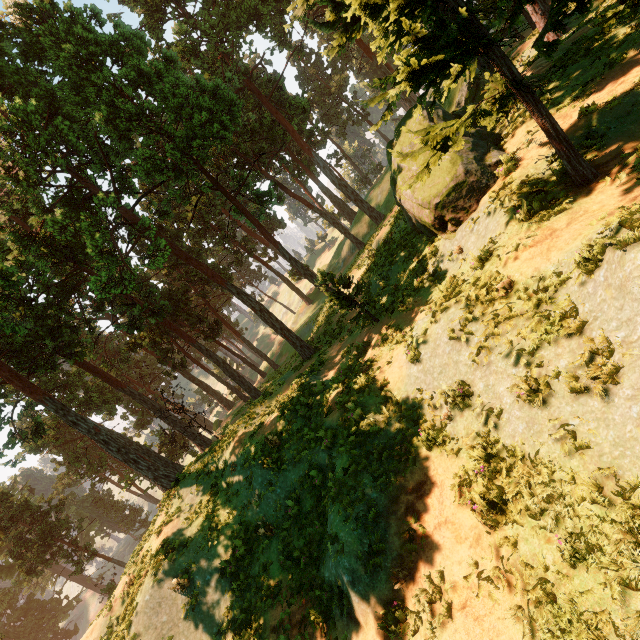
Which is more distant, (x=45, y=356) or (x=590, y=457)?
(x=45, y=356)

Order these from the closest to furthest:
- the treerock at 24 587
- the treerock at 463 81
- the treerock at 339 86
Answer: the treerock at 463 81 → the treerock at 24 587 → the treerock at 339 86

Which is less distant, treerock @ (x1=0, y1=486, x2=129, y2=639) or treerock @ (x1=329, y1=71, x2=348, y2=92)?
treerock @ (x1=0, y1=486, x2=129, y2=639)

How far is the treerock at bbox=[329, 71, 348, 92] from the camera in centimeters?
5856cm

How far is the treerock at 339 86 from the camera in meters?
58.6 m

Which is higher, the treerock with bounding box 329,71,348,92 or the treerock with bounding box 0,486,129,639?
the treerock with bounding box 329,71,348,92

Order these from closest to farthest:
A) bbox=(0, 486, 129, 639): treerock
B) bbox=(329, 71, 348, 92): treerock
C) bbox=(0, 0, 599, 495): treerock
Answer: bbox=(0, 0, 599, 495): treerock
bbox=(0, 486, 129, 639): treerock
bbox=(329, 71, 348, 92): treerock
